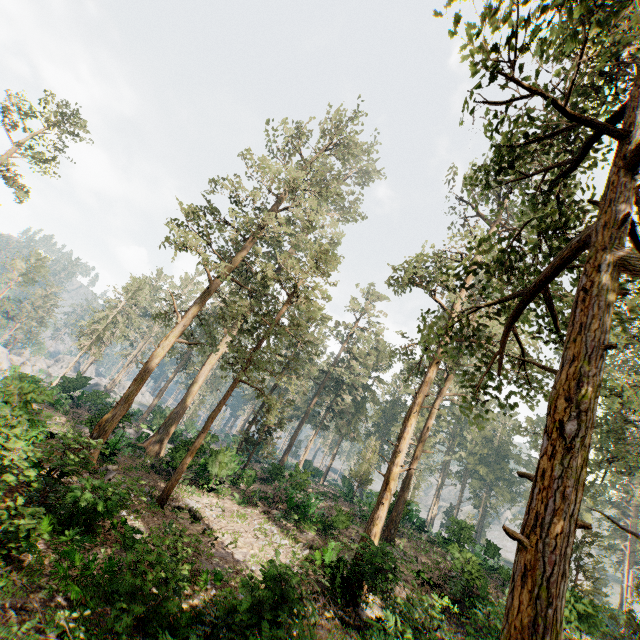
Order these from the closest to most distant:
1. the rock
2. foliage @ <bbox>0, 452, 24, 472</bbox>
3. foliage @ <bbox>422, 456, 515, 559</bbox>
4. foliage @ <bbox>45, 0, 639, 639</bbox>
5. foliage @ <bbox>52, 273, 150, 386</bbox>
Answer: foliage @ <bbox>45, 0, 639, 639</bbox> < foliage @ <bbox>0, 452, 24, 472</bbox> < the rock < foliage @ <bbox>422, 456, 515, 559</bbox> < foliage @ <bbox>52, 273, 150, 386</bbox>

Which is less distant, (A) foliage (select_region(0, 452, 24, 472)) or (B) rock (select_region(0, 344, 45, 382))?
(A) foliage (select_region(0, 452, 24, 472))

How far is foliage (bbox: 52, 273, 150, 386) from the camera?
47.22m

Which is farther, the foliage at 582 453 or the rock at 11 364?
the rock at 11 364

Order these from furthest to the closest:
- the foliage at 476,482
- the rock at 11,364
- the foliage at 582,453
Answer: the foliage at 476,482
the rock at 11,364
the foliage at 582,453

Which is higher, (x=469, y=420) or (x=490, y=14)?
(x=490, y=14)
